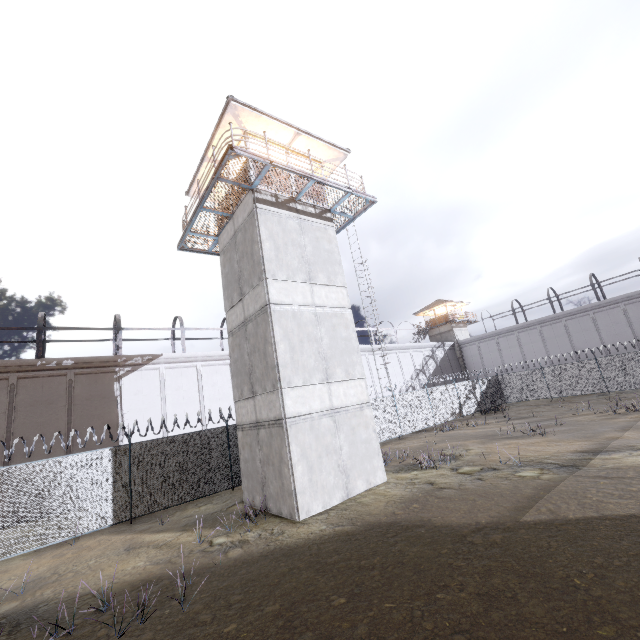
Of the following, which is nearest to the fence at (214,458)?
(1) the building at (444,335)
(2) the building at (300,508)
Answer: (2) the building at (300,508)

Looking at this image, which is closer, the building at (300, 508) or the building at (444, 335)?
the building at (300, 508)

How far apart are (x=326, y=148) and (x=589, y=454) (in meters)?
16.22

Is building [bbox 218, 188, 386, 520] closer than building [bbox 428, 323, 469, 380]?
Yes

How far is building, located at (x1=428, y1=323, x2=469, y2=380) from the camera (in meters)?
44.03

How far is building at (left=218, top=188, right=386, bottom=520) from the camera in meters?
10.6

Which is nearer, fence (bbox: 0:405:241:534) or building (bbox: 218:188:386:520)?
building (bbox: 218:188:386:520)
